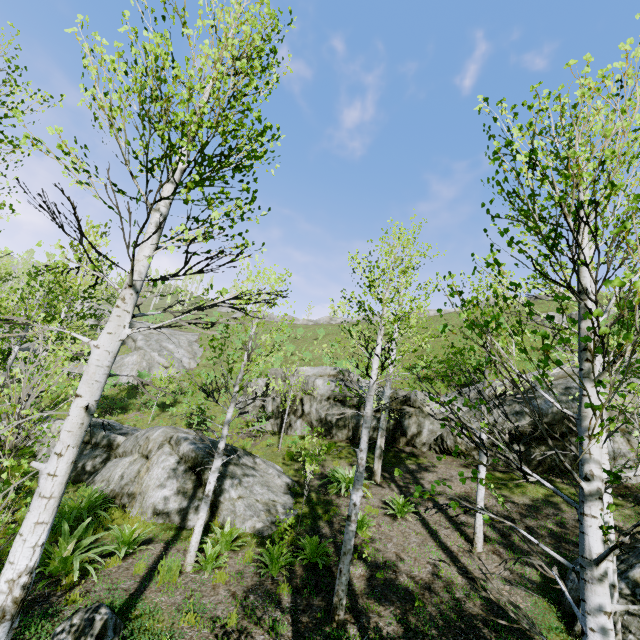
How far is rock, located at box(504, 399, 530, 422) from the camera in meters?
12.1 m

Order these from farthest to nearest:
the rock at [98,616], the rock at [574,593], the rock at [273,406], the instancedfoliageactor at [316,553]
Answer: the rock at [273,406] < the instancedfoliageactor at [316,553] < the rock at [574,593] < the rock at [98,616]

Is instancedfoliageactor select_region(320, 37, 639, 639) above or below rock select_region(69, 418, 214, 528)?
above

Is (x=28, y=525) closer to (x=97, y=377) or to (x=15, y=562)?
(x=15, y=562)

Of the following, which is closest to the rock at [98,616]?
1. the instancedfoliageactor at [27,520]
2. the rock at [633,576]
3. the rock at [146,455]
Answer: the rock at [146,455]

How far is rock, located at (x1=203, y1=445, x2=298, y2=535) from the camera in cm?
886
